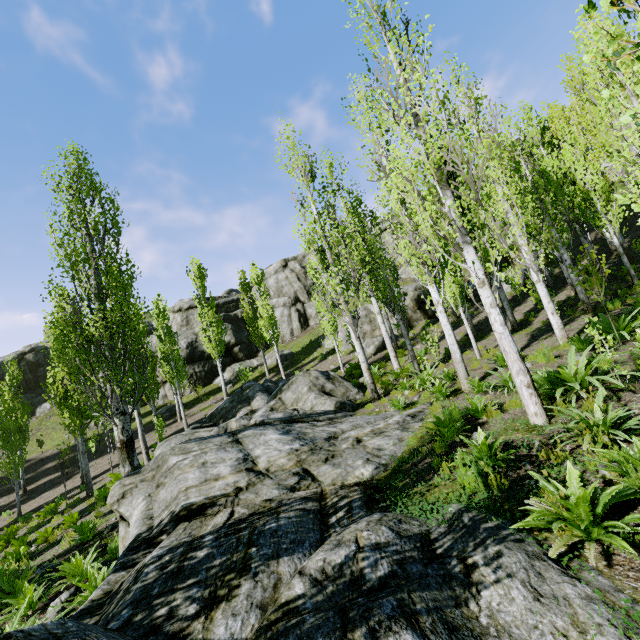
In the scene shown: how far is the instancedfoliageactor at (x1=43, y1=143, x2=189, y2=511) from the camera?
12.1 meters

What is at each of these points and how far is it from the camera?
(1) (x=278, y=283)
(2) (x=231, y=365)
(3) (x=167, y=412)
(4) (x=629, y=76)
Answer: (1) rock, 41.4 meters
(2) rock, 34.4 meters
(3) rock, 28.1 meters
(4) instancedfoliageactor, 9.2 meters

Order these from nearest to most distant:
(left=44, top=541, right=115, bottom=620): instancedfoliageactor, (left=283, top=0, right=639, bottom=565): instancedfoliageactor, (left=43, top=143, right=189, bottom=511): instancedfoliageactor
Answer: (left=283, top=0, right=639, bottom=565): instancedfoliageactor, (left=44, top=541, right=115, bottom=620): instancedfoliageactor, (left=43, top=143, right=189, bottom=511): instancedfoliageactor

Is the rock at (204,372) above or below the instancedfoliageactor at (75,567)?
above

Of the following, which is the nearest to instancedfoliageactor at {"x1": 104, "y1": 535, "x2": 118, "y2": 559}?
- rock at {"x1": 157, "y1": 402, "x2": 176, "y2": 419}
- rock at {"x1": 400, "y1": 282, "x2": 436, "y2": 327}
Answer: rock at {"x1": 400, "y1": 282, "x2": 436, "y2": 327}

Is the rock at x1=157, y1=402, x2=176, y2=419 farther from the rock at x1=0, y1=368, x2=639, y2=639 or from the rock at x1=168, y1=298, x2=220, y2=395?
the rock at x1=0, y1=368, x2=639, y2=639

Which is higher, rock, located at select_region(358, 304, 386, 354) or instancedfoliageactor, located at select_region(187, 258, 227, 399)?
instancedfoliageactor, located at select_region(187, 258, 227, 399)
